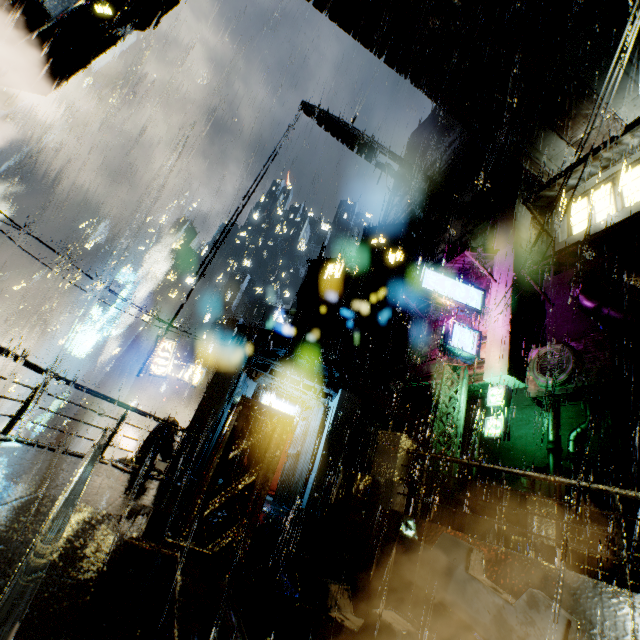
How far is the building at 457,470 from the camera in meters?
13.3

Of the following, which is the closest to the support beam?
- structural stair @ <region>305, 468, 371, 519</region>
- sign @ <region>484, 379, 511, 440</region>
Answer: structural stair @ <region>305, 468, 371, 519</region>

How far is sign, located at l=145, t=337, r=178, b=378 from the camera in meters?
18.6

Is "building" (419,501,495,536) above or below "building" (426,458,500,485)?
below

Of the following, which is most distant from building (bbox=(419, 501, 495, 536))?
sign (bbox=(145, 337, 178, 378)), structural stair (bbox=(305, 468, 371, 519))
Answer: sign (bbox=(145, 337, 178, 378))

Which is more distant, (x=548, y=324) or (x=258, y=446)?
(x=548, y=324)

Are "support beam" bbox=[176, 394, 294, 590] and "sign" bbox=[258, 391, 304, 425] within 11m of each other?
no
